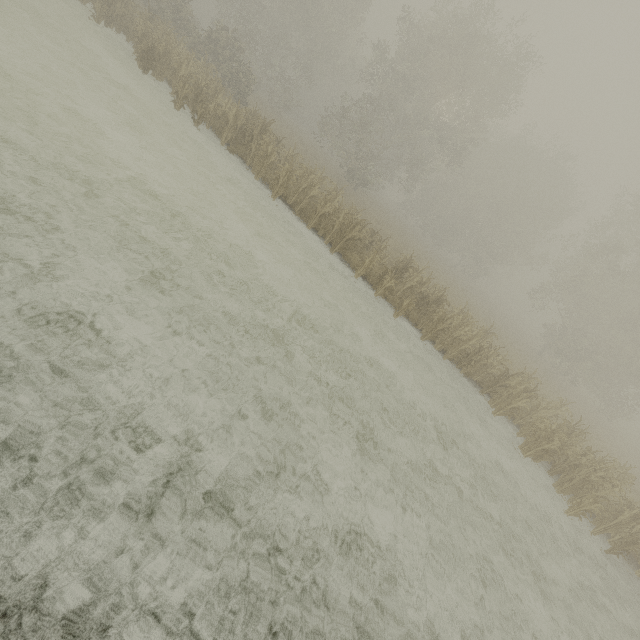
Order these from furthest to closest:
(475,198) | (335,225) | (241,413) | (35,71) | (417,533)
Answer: (475,198) < (335,225) < (35,71) < (417,533) < (241,413)
